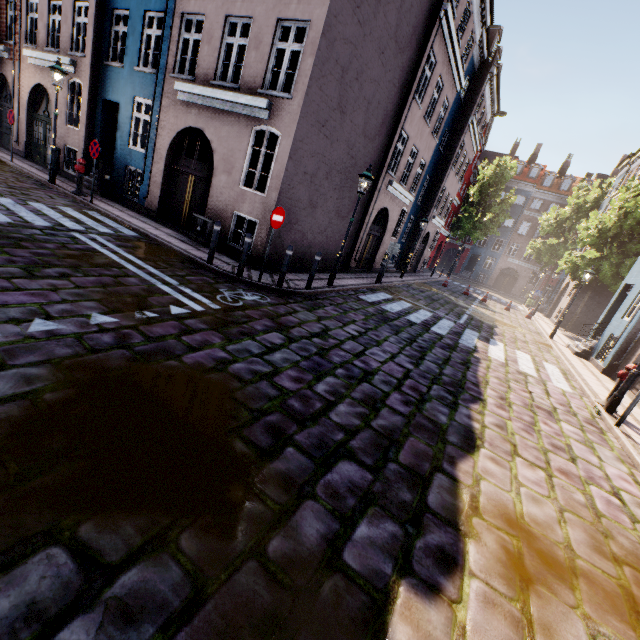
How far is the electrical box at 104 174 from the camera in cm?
1224

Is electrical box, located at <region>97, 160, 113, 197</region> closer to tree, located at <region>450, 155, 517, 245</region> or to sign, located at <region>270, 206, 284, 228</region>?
sign, located at <region>270, 206, 284, 228</region>

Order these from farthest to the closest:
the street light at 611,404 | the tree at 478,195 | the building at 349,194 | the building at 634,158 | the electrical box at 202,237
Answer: the tree at 478,195 → the building at 634,158 → the electrical box at 202,237 → the building at 349,194 → the street light at 611,404

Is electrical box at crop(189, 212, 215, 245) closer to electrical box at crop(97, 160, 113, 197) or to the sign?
the sign

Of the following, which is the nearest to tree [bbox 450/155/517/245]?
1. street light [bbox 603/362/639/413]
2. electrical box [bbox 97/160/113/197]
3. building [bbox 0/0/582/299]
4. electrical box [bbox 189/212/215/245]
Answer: building [bbox 0/0/582/299]

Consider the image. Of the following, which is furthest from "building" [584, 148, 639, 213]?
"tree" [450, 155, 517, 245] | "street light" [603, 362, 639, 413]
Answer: "tree" [450, 155, 517, 245]

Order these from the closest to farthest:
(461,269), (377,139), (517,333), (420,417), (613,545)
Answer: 1. (613,545)
2. (420,417)
3. (377,139)
4. (517,333)
5. (461,269)

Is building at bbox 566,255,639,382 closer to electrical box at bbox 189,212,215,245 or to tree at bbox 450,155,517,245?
electrical box at bbox 189,212,215,245
